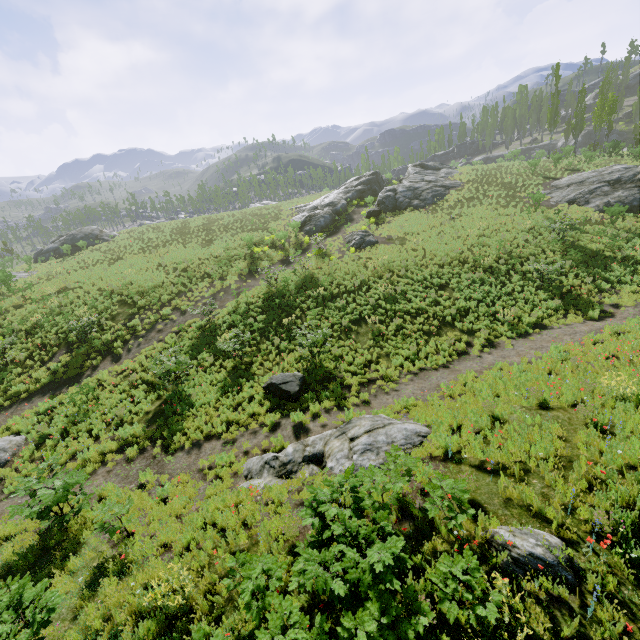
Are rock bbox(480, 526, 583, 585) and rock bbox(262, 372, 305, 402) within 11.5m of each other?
yes

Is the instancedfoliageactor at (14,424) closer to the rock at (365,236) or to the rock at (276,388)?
the rock at (276,388)

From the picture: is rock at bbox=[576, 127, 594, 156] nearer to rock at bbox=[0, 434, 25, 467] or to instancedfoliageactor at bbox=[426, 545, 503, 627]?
instancedfoliageactor at bbox=[426, 545, 503, 627]

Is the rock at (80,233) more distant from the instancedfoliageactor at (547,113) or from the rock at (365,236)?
the rock at (365,236)

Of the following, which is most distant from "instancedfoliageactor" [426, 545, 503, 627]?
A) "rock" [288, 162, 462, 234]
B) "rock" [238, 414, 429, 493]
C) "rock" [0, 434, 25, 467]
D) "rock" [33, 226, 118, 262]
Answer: "rock" [33, 226, 118, 262]

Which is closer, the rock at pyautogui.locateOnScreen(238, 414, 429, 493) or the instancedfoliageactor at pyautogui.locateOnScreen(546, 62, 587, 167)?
the rock at pyautogui.locateOnScreen(238, 414, 429, 493)

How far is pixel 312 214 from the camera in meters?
34.3

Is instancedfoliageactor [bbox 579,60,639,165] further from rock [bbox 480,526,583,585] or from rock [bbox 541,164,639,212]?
rock [bbox 541,164,639,212]
